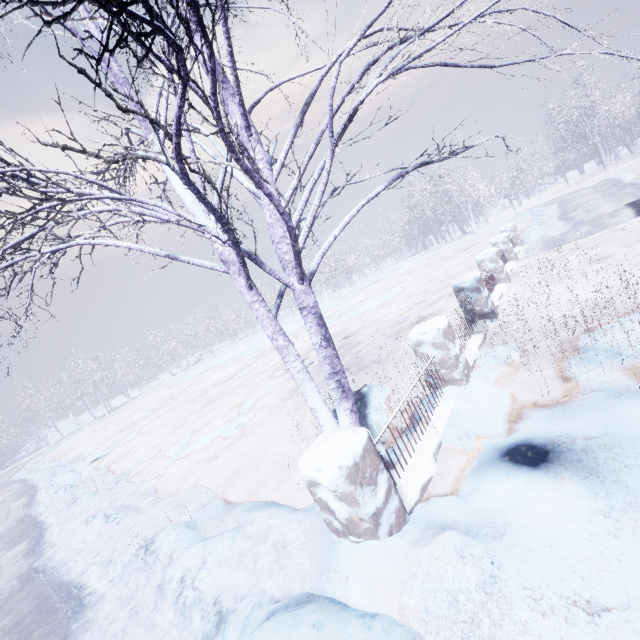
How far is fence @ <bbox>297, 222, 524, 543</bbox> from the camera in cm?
215

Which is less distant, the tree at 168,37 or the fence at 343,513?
the tree at 168,37

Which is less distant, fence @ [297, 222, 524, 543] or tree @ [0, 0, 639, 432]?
tree @ [0, 0, 639, 432]

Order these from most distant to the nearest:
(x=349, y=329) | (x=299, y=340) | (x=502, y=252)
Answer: (x=299, y=340) < (x=349, y=329) < (x=502, y=252)

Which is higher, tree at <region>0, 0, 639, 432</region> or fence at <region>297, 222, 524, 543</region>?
tree at <region>0, 0, 639, 432</region>

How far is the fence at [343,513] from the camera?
2.1 meters
